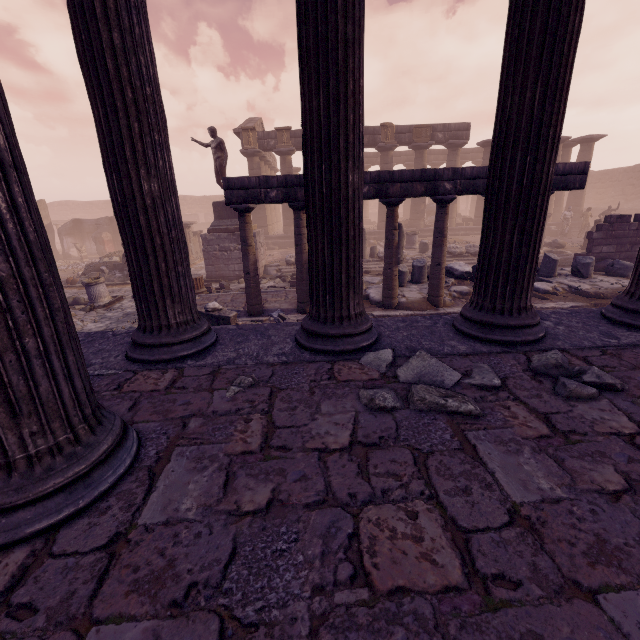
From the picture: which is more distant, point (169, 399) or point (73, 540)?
point (169, 399)

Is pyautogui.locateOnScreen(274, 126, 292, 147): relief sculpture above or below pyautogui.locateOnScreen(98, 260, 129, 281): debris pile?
above

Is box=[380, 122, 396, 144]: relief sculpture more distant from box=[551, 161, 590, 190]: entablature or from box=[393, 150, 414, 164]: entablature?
box=[551, 161, 590, 190]: entablature

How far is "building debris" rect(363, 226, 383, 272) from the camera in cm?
1445

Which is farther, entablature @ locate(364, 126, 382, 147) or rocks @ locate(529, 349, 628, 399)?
entablature @ locate(364, 126, 382, 147)

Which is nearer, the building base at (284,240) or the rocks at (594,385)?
the rocks at (594,385)

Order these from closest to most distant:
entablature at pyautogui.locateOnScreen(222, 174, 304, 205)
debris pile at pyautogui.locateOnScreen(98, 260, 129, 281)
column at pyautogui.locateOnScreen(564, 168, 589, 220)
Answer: entablature at pyautogui.locateOnScreen(222, 174, 304, 205)
debris pile at pyautogui.locateOnScreen(98, 260, 129, 281)
column at pyautogui.locateOnScreen(564, 168, 589, 220)

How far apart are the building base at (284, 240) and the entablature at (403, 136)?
5.29m
